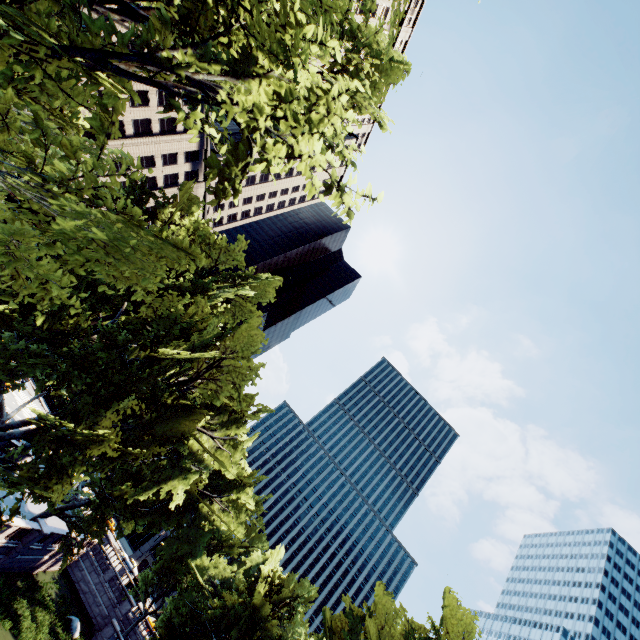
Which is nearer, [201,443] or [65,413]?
[65,413]

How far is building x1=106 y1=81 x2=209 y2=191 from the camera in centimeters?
4853cm

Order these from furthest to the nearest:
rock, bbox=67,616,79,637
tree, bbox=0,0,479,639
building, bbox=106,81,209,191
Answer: building, bbox=106,81,209,191, rock, bbox=67,616,79,637, tree, bbox=0,0,479,639

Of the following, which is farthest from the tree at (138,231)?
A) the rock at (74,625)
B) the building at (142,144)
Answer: the rock at (74,625)

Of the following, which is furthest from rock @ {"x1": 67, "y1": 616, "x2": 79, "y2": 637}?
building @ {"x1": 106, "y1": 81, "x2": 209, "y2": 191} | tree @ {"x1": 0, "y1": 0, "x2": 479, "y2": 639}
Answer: building @ {"x1": 106, "y1": 81, "x2": 209, "y2": 191}

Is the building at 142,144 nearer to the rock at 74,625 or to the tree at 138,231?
the tree at 138,231
